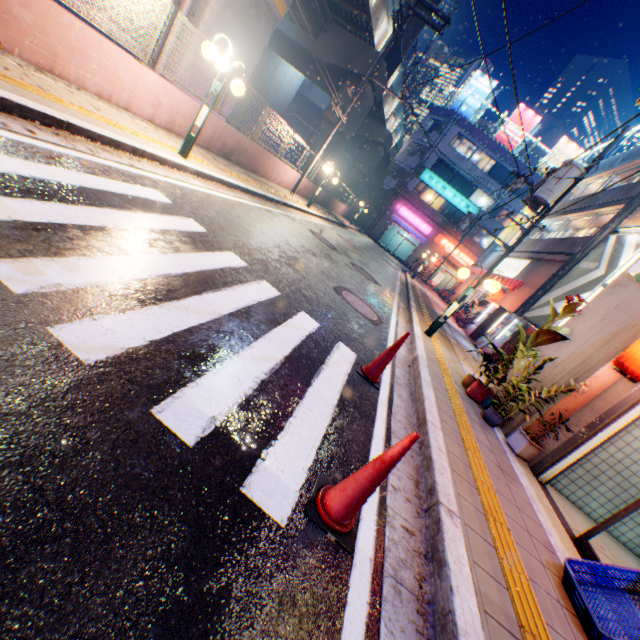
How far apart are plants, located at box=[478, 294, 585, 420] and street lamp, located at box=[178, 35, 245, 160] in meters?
7.0 m

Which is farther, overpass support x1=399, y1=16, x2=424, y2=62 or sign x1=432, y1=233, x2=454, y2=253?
sign x1=432, y1=233, x2=454, y2=253

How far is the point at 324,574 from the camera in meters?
1.8

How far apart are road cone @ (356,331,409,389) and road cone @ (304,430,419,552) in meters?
2.1 m

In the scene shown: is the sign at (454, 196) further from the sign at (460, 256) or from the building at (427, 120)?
the sign at (460, 256)

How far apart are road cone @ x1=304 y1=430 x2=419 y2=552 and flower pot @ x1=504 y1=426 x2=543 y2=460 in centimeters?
400cm

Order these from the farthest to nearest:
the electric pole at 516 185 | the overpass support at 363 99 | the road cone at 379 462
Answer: the overpass support at 363 99, the electric pole at 516 185, the road cone at 379 462

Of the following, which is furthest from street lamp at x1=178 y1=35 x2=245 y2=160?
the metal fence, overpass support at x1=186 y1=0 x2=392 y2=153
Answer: overpass support at x1=186 y1=0 x2=392 y2=153
